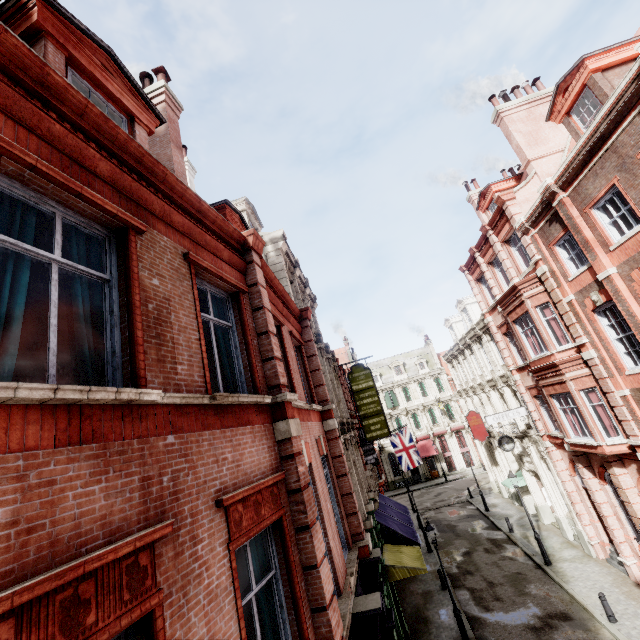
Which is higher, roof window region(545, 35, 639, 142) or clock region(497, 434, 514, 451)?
roof window region(545, 35, 639, 142)

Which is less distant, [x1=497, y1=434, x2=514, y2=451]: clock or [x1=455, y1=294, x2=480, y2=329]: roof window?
[x1=497, y1=434, x2=514, y2=451]: clock

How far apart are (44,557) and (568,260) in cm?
1686

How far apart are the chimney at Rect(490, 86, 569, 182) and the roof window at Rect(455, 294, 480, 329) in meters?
12.3 m

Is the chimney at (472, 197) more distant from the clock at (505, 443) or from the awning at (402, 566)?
the awning at (402, 566)

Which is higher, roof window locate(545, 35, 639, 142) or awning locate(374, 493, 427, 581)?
roof window locate(545, 35, 639, 142)

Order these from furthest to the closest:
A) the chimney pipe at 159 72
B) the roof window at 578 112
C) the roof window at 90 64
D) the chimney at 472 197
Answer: the chimney at 472 197, the roof window at 578 112, the chimney pipe at 159 72, the roof window at 90 64

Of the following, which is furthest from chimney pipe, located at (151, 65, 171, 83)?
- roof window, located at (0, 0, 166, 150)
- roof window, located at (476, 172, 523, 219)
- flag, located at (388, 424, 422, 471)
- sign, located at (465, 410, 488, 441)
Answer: sign, located at (465, 410, 488, 441)
